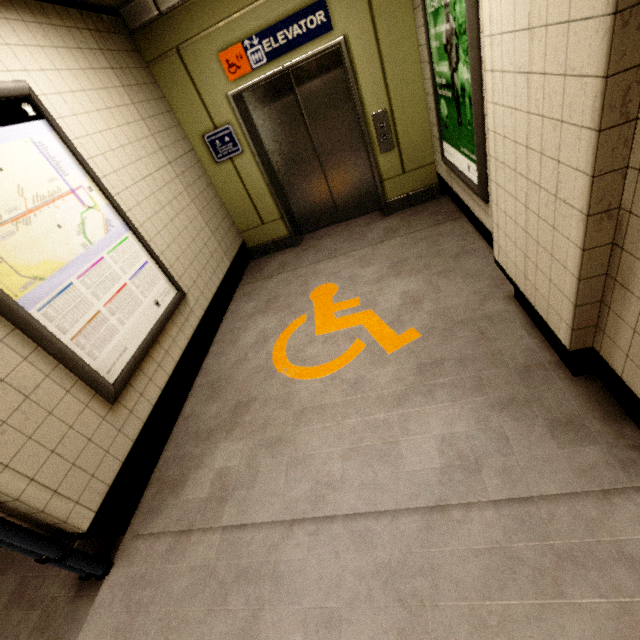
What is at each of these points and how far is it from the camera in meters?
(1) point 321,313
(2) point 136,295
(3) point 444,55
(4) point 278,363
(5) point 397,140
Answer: (1) ground decal, 3.2 m
(2) sign, 2.6 m
(3) sign, 2.5 m
(4) ground decal, 2.9 m
(5) elevator, 3.9 m

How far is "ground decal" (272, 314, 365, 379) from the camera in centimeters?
259cm

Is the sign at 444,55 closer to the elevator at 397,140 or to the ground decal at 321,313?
the elevator at 397,140

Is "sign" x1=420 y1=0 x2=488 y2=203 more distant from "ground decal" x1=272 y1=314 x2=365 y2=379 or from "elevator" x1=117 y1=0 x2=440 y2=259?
"ground decal" x1=272 y1=314 x2=365 y2=379

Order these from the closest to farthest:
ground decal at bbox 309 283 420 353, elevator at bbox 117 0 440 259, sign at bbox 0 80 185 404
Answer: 1. sign at bbox 0 80 185 404
2. ground decal at bbox 309 283 420 353
3. elevator at bbox 117 0 440 259

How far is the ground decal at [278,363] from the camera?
2.6 meters

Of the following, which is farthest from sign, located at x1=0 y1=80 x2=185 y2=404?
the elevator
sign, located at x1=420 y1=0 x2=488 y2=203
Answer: sign, located at x1=420 y1=0 x2=488 y2=203
